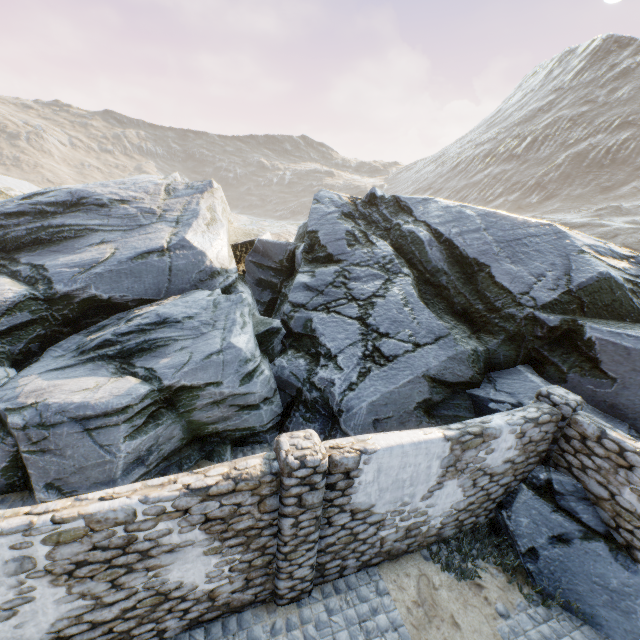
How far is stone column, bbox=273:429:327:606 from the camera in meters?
4.7

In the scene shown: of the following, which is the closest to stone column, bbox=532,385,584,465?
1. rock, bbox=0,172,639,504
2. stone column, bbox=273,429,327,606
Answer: rock, bbox=0,172,639,504

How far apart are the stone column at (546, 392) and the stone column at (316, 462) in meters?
5.3

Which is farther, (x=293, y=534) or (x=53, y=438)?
(x=53, y=438)

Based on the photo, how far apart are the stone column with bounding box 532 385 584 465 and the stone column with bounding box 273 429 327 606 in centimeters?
535cm

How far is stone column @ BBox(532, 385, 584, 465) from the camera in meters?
6.8 m

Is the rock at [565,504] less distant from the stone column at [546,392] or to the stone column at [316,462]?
the stone column at [546,392]

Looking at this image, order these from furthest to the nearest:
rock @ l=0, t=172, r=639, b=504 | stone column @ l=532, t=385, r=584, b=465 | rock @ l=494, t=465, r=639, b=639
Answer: rock @ l=0, t=172, r=639, b=504 < stone column @ l=532, t=385, r=584, b=465 < rock @ l=494, t=465, r=639, b=639
